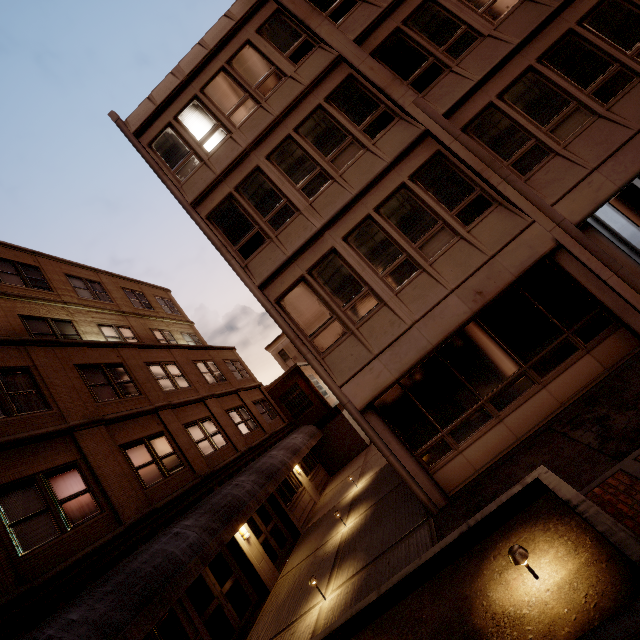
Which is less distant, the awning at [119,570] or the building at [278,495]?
the awning at [119,570]

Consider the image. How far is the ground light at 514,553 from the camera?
3.4m

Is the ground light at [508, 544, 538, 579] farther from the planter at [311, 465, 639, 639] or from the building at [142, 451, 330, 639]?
the building at [142, 451, 330, 639]

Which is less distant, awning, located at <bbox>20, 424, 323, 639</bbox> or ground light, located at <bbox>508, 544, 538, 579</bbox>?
ground light, located at <bbox>508, 544, 538, 579</bbox>

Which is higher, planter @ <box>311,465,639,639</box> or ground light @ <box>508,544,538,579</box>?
ground light @ <box>508,544,538,579</box>

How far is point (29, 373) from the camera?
10.1 meters

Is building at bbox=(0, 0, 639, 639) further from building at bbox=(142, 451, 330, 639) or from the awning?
building at bbox=(142, 451, 330, 639)

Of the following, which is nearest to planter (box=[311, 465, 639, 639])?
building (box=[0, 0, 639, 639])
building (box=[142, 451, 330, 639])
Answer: building (box=[0, 0, 639, 639])
